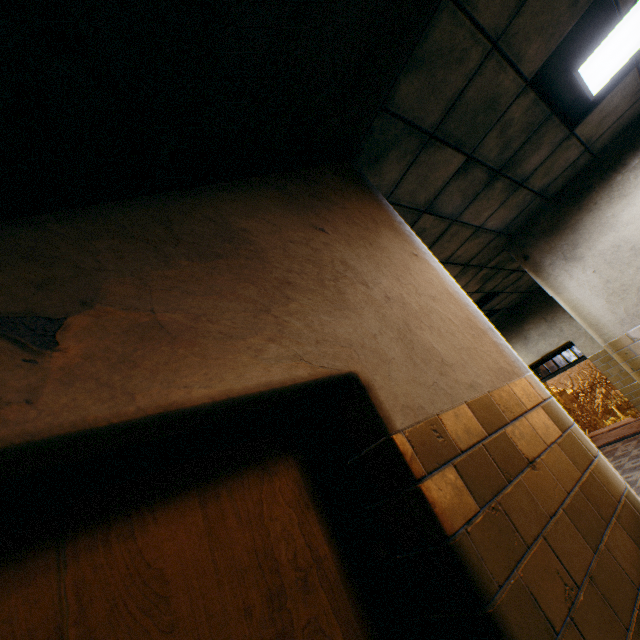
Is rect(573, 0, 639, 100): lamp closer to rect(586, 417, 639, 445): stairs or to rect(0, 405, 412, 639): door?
rect(0, 405, 412, 639): door

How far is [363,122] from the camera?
2.27m

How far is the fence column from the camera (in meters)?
21.96

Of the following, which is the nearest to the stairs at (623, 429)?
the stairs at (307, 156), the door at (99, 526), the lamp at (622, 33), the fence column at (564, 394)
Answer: the lamp at (622, 33)

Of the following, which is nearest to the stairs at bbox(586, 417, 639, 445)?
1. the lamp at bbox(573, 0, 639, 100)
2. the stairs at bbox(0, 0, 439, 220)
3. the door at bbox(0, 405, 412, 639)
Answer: the lamp at bbox(573, 0, 639, 100)

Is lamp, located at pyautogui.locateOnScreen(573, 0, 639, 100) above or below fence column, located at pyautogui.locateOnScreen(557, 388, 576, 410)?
above

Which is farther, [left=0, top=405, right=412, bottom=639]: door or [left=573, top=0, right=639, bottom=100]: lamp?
[left=573, top=0, right=639, bottom=100]: lamp

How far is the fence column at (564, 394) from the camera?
22.0m
